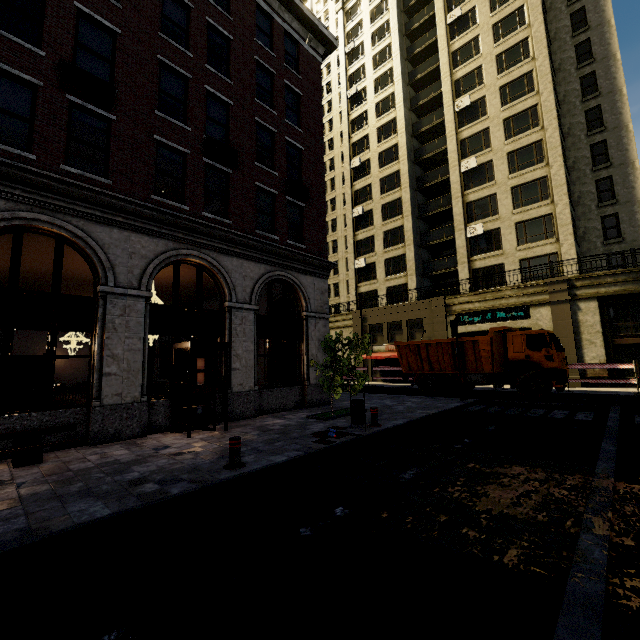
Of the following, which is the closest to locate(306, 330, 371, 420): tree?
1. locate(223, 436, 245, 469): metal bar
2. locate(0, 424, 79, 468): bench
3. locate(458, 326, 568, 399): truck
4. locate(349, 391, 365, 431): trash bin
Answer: locate(349, 391, 365, 431): trash bin

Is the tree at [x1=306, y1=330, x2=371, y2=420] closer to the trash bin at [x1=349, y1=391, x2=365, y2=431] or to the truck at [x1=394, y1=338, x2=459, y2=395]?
the trash bin at [x1=349, y1=391, x2=365, y2=431]

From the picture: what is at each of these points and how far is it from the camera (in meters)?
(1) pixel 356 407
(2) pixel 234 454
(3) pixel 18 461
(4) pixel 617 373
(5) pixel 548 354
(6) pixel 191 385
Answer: (1) trash bin, 9.37
(2) metal bar, 6.36
(3) bench, 6.81
(4) building, 19.27
(5) truck, 14.75
(6) phone booth, 9.31

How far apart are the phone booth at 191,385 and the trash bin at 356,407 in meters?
3.8

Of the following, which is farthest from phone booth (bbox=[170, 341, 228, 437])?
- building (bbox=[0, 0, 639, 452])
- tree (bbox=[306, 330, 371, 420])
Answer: tree (bbox=[306, 330, 371, 420])

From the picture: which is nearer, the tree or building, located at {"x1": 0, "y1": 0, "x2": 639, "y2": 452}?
building, located at {"x1": 0, "y1": 0, "x2": 639, "y2": 452}

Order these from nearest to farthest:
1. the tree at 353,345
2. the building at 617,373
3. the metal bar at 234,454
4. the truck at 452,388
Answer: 1. the metal bar at 234,454
2. the tree at 353,345
3. the truck at 452,388
4. the building at 617,373

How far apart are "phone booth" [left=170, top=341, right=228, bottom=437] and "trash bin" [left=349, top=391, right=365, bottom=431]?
3.8m
